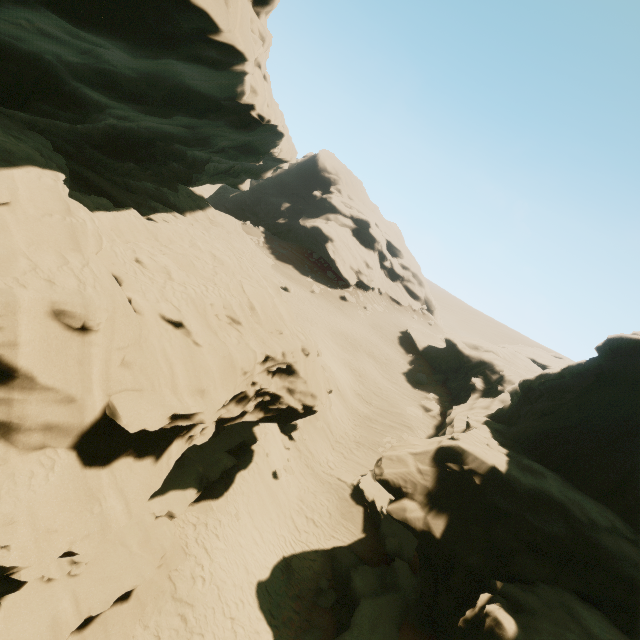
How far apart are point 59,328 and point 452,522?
13.9 meters

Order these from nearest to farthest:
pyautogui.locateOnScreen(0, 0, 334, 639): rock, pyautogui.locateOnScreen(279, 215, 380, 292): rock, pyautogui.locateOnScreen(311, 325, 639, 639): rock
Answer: pyautogui.locateOnScreen(0, 0, 334, 639): rock, pyautogui.locateOnScreen(311, 325, 639, 639): rock, pyautogui.locateOnScreen(279, 215, 380, 292): rock

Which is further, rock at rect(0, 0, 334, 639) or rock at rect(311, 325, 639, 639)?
rock at rect(311, 325, 639, 639)

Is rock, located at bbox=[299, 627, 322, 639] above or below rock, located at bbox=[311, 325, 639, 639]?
below

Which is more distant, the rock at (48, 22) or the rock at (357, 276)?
the rock at (357, 276)

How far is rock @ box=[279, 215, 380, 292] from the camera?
53.1m

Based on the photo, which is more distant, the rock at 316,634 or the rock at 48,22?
the rock at 316,634
